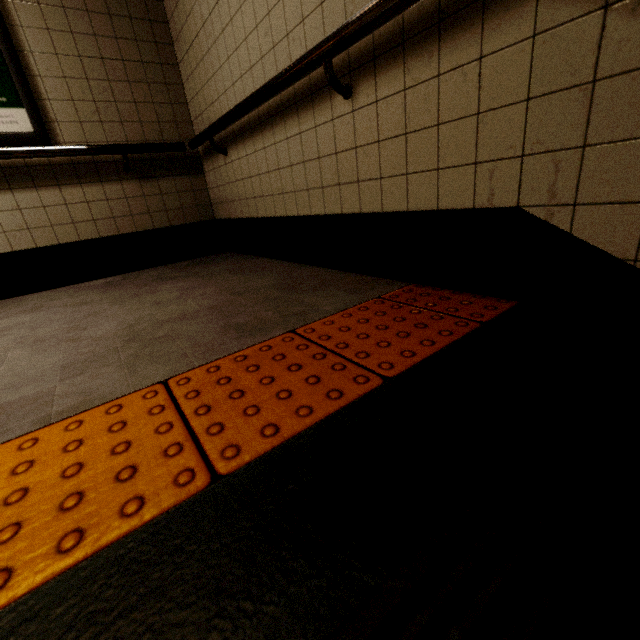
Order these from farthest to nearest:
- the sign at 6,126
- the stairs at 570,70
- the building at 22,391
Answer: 1. the sign at 6,126
2. the building at 22,391
3. the stairs at 570,70

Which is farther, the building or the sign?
the sign

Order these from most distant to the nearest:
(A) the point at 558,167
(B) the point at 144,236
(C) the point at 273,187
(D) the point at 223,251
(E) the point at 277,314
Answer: (D) the point at 223,251, (B) the point at 144,236, (C) the point at 273,187, (E) the point at 277,314, (A) the point at 558,167

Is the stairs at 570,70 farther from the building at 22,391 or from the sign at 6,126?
the sign at 6,126

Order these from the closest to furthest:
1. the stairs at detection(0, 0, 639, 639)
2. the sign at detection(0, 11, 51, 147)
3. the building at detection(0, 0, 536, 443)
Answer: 1. the stairs at detection(0, 0, 639, 639)
2. the building at detection(0, 0, 536, 443)
3. the sign at detection(0, 11, 51, 147)

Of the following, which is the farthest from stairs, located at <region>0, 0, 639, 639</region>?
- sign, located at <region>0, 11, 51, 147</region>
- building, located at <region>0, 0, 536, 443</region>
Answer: sign, located at <region>0, 11, 51, 147</region>

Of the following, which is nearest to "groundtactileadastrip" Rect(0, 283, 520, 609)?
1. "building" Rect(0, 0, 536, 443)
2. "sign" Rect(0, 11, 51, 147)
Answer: "building" Rect(0, 0, 536, 443)

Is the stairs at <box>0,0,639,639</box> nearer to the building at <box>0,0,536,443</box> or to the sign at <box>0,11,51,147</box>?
the building at <box>0,0,536,443</box>
